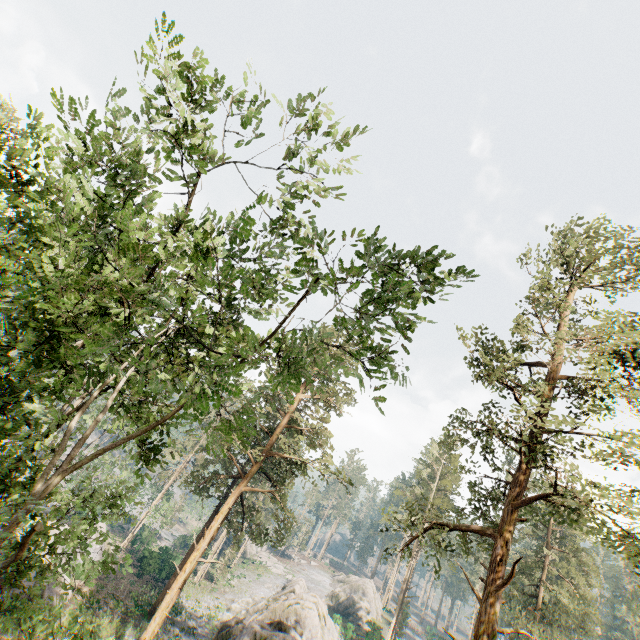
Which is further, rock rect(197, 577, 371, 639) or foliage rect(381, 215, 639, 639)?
rock rect(197, 577, 371, 639)

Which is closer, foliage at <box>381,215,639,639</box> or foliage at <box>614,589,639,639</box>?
foliage at <box>381,215,639,639</box>

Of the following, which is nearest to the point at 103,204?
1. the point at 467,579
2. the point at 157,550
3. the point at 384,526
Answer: the point at 384,526

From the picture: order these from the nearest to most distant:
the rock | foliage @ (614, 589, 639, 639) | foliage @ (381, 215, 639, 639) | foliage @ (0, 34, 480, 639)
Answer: foliage @ (0, 34, 480, 639) < foliage @ (381, 215, 639, 639) < the rock < foliage @ (614, 589, 639, 639)

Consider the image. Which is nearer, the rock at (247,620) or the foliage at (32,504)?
the foliage at (32,504)

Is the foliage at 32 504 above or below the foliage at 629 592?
below

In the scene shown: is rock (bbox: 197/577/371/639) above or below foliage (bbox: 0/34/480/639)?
below
